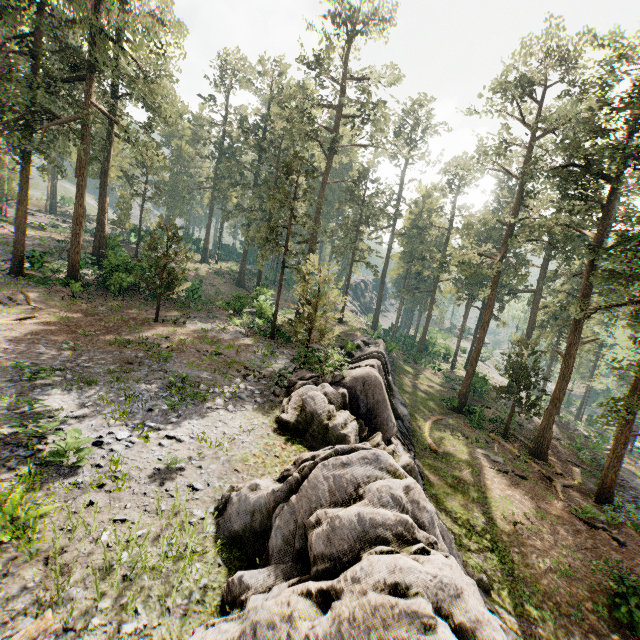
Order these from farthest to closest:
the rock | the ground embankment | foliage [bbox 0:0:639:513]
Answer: the ground embankment
foliage [bbox 0:0:639:513]
the rock

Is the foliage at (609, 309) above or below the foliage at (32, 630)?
above

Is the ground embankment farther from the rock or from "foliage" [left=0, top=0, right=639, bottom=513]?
the rock

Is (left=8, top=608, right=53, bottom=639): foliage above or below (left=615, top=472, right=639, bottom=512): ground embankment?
above

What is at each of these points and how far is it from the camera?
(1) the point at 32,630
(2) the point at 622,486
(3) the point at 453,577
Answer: (1) foliage, 4.5m
(2) ground embankment, 24.1m
(3) rock, 4.7m

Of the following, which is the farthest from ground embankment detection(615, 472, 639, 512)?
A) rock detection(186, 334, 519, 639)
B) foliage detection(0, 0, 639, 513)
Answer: rock detection(186, 334, 519, 639)

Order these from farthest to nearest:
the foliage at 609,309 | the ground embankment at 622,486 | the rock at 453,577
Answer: the ground embankment at 622,486
the foliage at 609,309
the rock at 453,577
